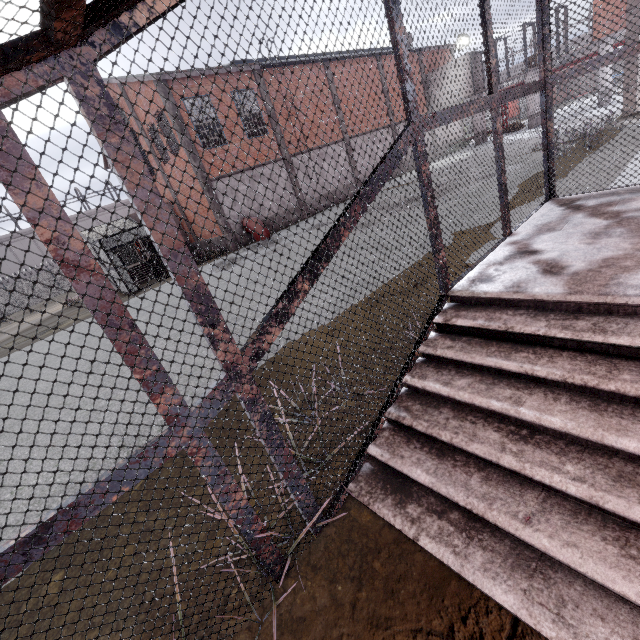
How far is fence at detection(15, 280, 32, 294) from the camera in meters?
33.2 m

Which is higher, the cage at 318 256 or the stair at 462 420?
the cage at 318 256

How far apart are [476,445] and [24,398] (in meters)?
9.38

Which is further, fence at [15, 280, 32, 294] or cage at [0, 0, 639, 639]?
fence at [15, 280, 32, 294]

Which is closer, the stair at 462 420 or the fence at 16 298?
the stair at 462 420

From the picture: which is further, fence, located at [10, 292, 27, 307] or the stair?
fence, located at [10, 292, 27, 307]
